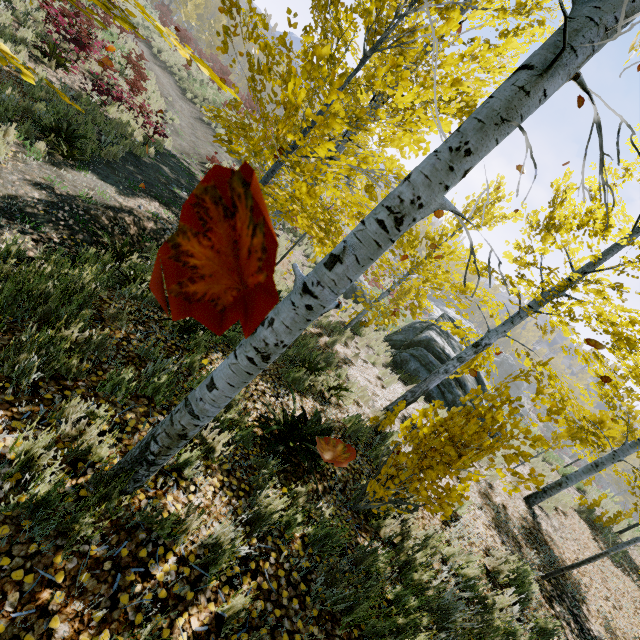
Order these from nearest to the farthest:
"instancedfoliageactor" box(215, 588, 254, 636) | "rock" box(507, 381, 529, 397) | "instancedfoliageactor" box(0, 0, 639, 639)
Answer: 1. "instancedfoliageactor" box(0, 0, 639, 639)
2. "instancedfoliageactor" box(215, 588, 254, 636)
3. "rock" box(507, 381, 529, 397)

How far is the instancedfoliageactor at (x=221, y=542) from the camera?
2.3 meters

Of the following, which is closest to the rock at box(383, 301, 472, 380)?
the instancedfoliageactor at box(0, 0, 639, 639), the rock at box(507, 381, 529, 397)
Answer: the instancedfoliageactor at box(0, 0, 639, 639)

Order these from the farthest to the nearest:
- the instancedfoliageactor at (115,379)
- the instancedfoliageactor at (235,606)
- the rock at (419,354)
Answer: the rock at (419,354), the instancedfoliageactor at (115,379), the instancedfoliageactor at (235,606)

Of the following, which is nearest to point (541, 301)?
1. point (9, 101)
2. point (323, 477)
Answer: point (323, 477)

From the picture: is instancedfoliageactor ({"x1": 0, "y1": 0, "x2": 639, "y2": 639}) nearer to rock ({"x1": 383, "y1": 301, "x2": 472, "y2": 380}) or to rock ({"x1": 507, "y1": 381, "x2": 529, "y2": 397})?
rock ({"x1": 507, "y1": 381, "x2": 529, "y2": 397})

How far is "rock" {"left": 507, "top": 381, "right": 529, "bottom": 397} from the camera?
53.5m
